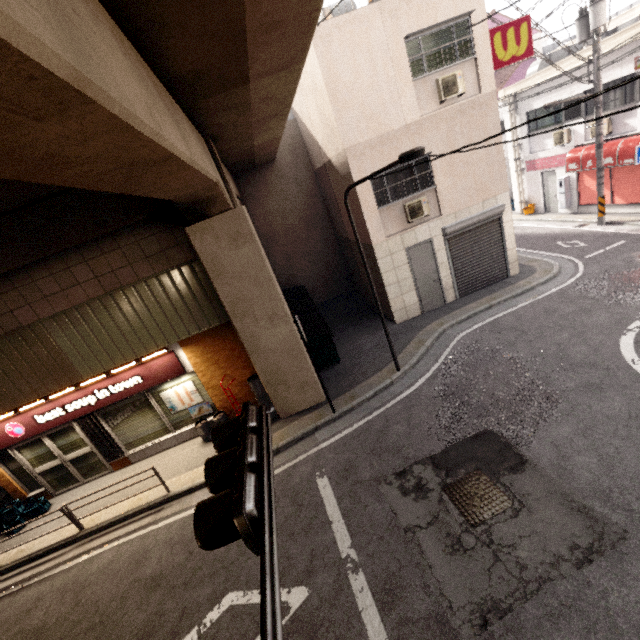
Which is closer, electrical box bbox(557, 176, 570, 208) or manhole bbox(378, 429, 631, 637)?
manhole bbox(378, 429, 631, 637)

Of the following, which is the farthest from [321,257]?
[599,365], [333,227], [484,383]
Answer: [599,365]

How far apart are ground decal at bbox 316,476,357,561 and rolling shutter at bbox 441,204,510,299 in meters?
8.0 m

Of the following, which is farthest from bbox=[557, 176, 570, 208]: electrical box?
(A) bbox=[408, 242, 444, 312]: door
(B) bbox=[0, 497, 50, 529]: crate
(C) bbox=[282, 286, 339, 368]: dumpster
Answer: (B) bbox=[0, 497, 50, 529]: crate

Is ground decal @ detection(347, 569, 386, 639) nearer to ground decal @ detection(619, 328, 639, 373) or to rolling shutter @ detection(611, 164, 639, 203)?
ground decal @ detection(619, 328, 639, 373)

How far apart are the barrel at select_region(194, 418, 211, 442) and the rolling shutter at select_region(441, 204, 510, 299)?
9.2m

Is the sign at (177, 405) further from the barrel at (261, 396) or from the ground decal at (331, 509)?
the ground decal at (331, 509)

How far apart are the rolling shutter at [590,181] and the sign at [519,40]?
6.6m
